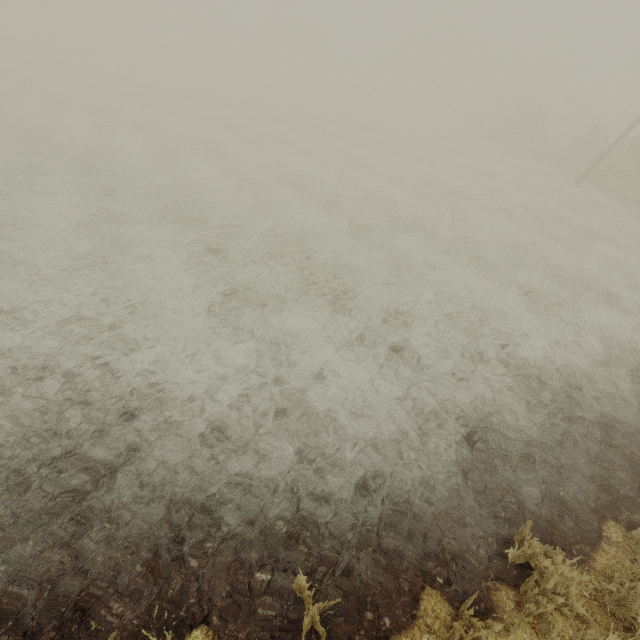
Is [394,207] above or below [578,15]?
below
